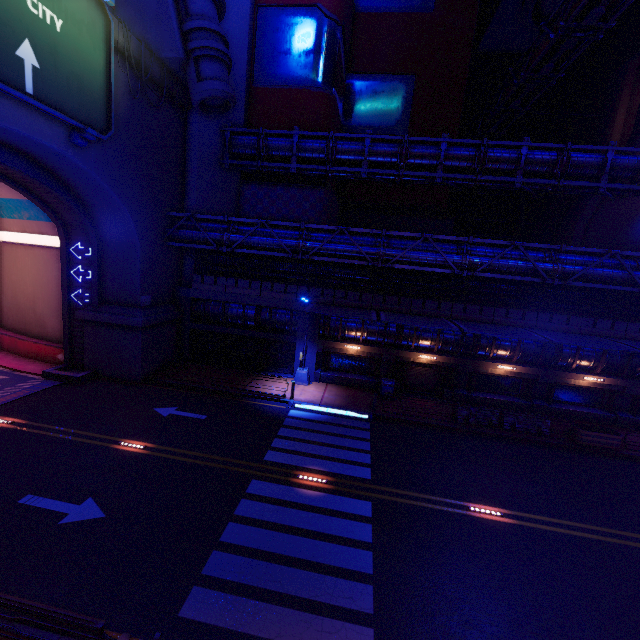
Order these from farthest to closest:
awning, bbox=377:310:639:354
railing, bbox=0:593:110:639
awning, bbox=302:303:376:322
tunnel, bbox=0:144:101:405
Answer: awning, bbox=302:303:376:322 → tunnel, bbox=0:144:101:405 → awning, bbox=377:310:639:354 → railing, bbox=0:593:110:639

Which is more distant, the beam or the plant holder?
the beam

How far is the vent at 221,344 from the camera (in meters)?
23.34

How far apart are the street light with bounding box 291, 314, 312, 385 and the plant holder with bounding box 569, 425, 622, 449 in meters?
15.3 m

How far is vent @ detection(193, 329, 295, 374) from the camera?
23.3m

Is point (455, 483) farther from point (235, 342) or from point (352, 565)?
point (235, 342)

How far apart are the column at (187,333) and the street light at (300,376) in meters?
7.9 m

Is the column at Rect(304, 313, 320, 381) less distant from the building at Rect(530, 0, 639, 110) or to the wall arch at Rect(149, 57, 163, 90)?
the building at Rect(530, 0, 639, 110)
